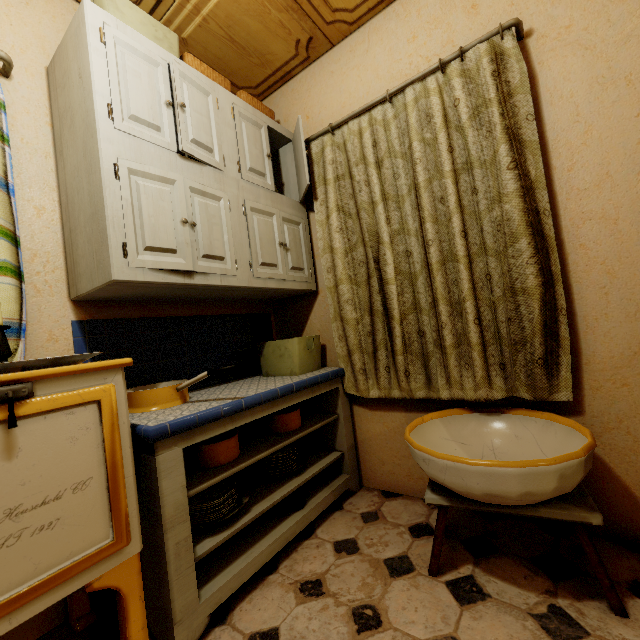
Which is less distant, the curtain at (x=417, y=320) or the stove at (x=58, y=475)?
the stove at (x=58, y=475)

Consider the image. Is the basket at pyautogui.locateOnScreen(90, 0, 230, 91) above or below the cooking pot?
above

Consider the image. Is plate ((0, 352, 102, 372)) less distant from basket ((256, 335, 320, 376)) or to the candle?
the candle

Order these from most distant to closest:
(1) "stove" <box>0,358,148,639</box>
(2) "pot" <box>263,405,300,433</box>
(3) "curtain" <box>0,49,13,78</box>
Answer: (2) "pot" <box>263,405,300,433</box> → (3) "curtain" <box>0,49,13,78</box> → (1) "stove" <box>0,358,148,639</box>

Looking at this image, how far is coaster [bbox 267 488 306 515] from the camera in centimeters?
169cm

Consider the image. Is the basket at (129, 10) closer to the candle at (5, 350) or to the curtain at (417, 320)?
the curtain at (417, 320)

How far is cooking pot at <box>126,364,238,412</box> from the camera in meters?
1.4

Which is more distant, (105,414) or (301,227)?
(301,227)
